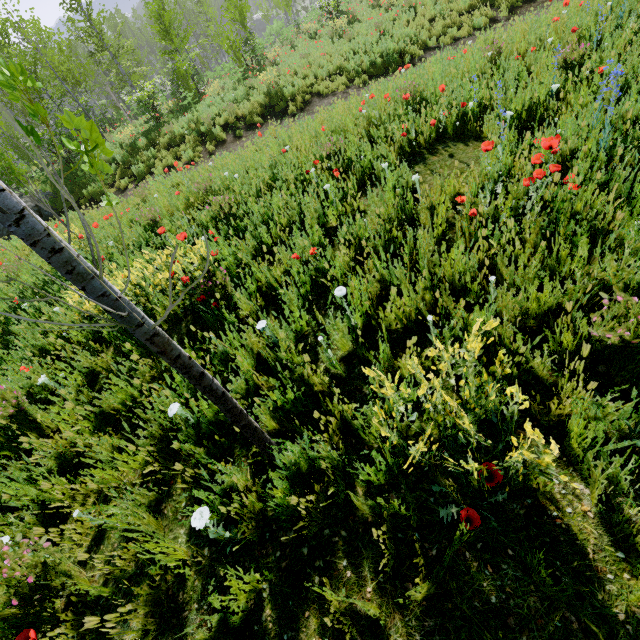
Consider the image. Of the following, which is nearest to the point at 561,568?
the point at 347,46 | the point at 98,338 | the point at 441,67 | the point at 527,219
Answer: the point at 527,219
